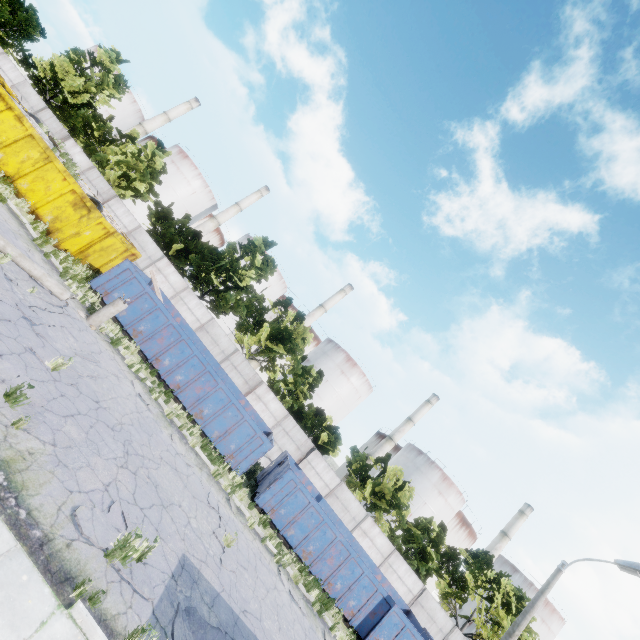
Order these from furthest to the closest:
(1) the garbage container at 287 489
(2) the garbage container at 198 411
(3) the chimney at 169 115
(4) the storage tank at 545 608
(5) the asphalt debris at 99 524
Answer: (3) the chimney at 169 115 < (4) the storage tank at 545 608 < (2) the garbage container at 198 411 < (1) the garbage container at 287 489 < (5) the asphalt debris at 99 524

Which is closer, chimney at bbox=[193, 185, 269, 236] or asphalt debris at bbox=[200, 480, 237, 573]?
asphalt debris at bbox=[200, 480, 237, 573]

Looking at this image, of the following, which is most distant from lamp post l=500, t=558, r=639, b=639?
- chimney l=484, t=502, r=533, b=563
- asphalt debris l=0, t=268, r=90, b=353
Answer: chimney l=484, t=502, r=533, b=563

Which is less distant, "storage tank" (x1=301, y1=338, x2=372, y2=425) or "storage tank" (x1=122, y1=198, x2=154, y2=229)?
"storage tank" (x1=301, y1=338, x2=372, y2=425)

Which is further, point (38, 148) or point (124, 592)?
point (38, 148)

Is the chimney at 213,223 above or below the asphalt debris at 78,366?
above

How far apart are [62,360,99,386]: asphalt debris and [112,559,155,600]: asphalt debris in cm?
349

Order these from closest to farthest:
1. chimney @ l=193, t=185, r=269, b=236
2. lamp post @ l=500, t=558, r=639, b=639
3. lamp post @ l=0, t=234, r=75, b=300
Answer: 1. lamp post @ l=0, t=234, r=75, b=300
2. lamp post @ l=500, t=558, r=639, b=639
3. chimney @ l=193, t=185, r=269, b=236
